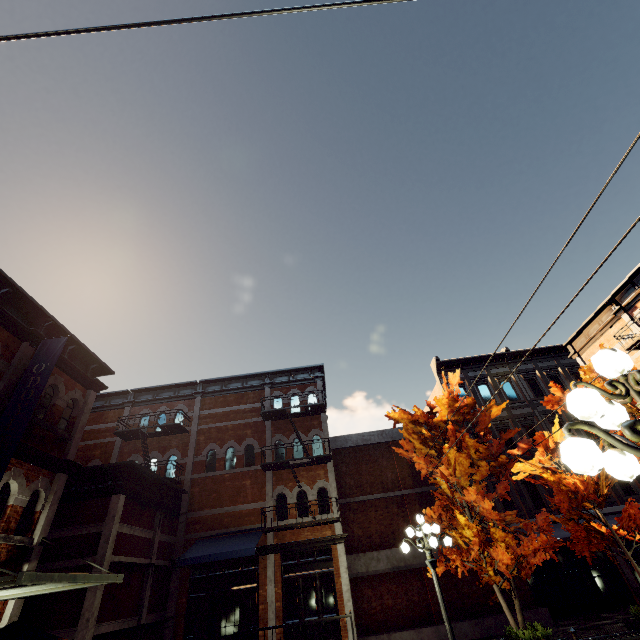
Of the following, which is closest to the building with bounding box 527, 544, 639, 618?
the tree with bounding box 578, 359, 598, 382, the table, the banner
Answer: the tree with bounding box 578, 359, 598, 382

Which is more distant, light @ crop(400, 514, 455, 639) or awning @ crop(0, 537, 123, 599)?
light @ crop(400, 514, 455, 639)

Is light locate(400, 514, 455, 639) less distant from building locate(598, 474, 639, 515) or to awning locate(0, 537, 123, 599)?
awning locate(0, 537, 123, 599)

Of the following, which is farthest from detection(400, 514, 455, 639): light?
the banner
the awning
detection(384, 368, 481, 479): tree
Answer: the banner

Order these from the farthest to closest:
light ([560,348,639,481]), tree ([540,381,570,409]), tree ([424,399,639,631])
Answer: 1. tree ([540,381,570,409])
2. tree ([424,399,639,631])
3. light ([560,348,639,481])

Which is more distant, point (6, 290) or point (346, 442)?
point (346, 442)

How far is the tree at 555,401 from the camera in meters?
12.3

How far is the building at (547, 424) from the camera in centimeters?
1955cm
